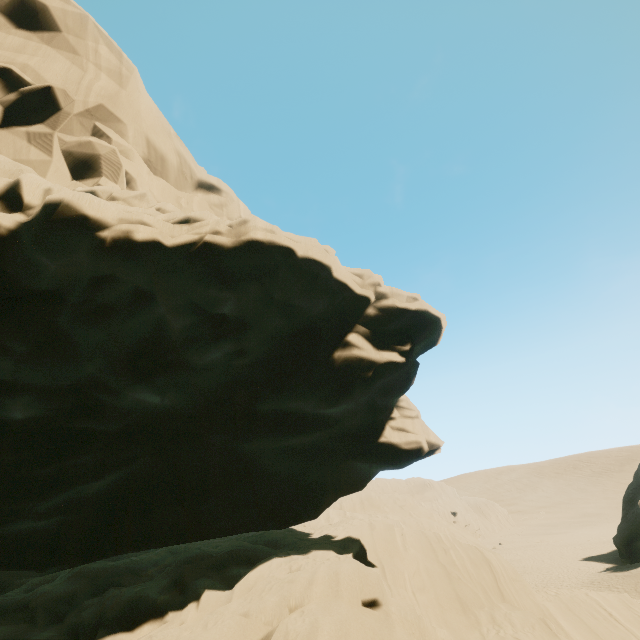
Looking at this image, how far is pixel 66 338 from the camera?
7.4 meters
